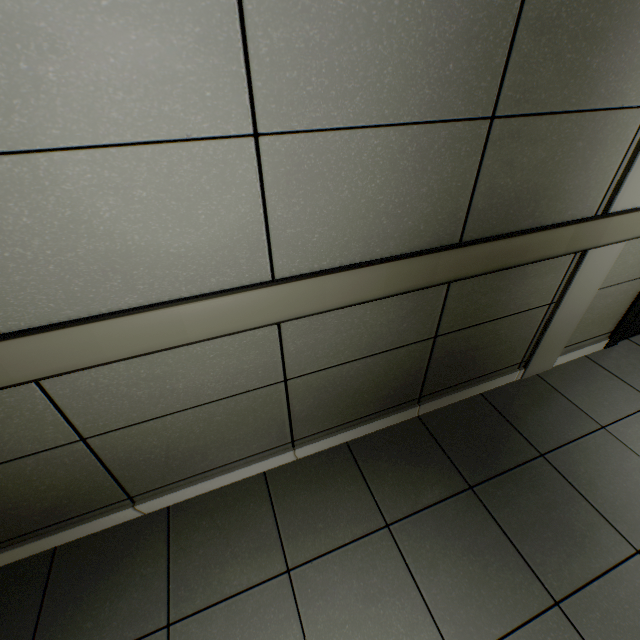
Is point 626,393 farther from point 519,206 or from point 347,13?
point 347,13
